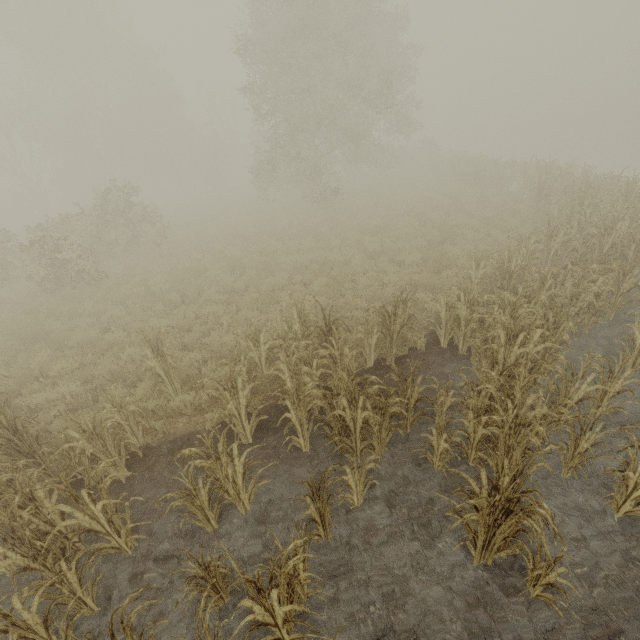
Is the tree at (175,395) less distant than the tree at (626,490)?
No

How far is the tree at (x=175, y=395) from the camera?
6.2 meters

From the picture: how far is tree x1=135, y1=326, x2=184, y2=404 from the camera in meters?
6.2

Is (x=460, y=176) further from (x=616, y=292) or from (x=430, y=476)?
(x=430, y=476)

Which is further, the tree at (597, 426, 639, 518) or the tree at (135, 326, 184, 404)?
the tree at (135, 326, 184, 404)
